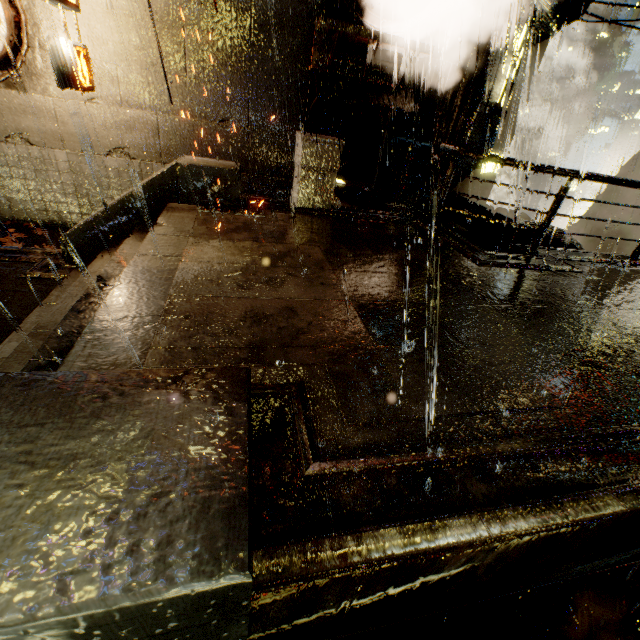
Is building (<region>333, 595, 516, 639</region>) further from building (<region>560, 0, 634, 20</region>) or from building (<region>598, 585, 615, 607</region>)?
building (<region>560, 0, 634, 20</region>)

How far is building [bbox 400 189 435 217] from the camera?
10.1m

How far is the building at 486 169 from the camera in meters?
9.8

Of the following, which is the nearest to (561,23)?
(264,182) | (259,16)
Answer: (259,16)

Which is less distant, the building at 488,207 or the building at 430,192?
the building at 430,192

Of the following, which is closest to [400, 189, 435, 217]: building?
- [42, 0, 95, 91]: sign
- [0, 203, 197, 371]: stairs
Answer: [42, 0, 95, 91]: sign

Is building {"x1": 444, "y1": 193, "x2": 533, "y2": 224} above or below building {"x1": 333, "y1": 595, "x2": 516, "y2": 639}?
above
